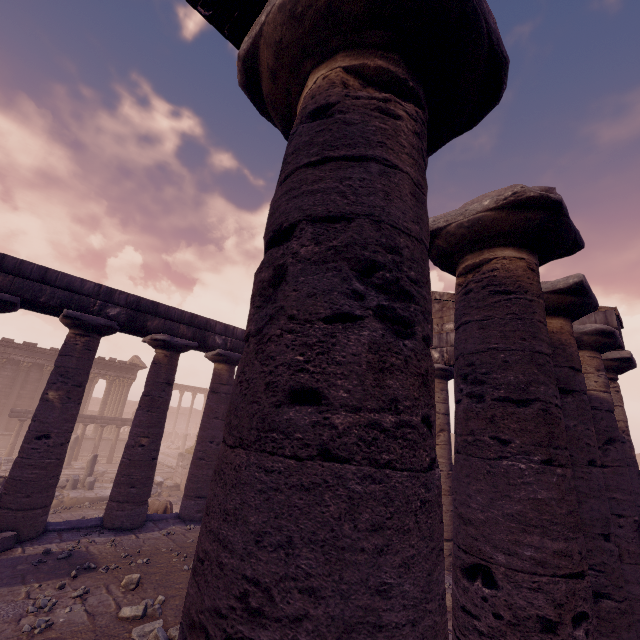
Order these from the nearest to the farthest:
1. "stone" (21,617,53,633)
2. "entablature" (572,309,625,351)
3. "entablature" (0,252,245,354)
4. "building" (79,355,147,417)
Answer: "stone" (21,617,53,633)
"entablature" (572,309,625,351)
"entablature" (0,252,245,354)
"building" (79,355,147,417)

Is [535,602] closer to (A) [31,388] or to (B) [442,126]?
(B) [442,126]

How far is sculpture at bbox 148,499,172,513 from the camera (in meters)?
11.23

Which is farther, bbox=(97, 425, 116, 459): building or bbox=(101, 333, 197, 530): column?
bbox=(97, 425, 116, 459): building

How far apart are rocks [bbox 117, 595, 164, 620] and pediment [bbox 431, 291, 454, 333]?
9.5 meters

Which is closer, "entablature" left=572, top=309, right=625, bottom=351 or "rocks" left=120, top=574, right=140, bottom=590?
"rocks" left=120, top=574, right=140, bottom=590

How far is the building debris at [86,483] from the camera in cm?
1366

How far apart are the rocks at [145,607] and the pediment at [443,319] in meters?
9.5 m
